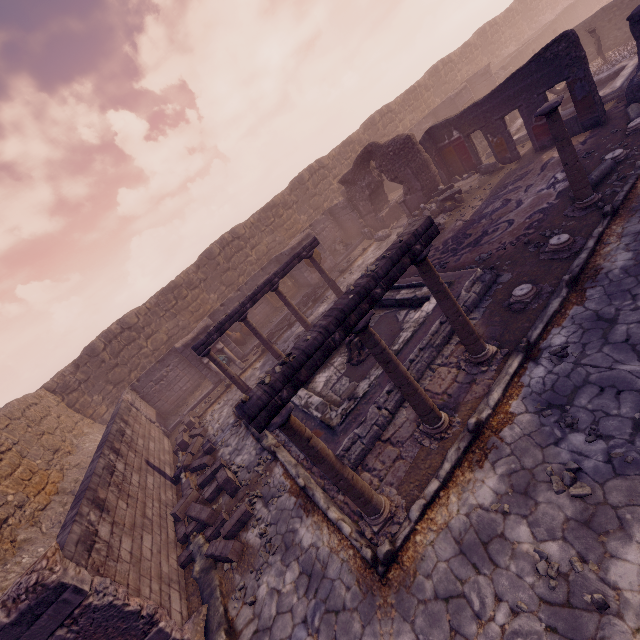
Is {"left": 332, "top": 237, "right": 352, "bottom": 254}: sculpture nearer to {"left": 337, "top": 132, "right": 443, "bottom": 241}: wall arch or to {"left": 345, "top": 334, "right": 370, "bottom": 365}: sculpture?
{"left": 337, "top": 132, "right": 443, "bottom": 241}: wall arch

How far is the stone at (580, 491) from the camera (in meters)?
3.58

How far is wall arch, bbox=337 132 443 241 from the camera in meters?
13.5 m

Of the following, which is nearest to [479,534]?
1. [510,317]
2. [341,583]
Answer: [341,583]

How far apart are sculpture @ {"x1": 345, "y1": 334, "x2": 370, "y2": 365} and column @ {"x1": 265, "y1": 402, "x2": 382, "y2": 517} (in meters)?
3.58

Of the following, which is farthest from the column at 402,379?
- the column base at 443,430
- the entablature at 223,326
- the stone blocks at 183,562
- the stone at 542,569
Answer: the entablature at 223,326

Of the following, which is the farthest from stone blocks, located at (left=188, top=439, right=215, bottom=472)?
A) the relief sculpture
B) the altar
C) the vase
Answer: the relief sculpture

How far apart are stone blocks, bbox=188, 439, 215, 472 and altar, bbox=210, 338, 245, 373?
3.6 meters
